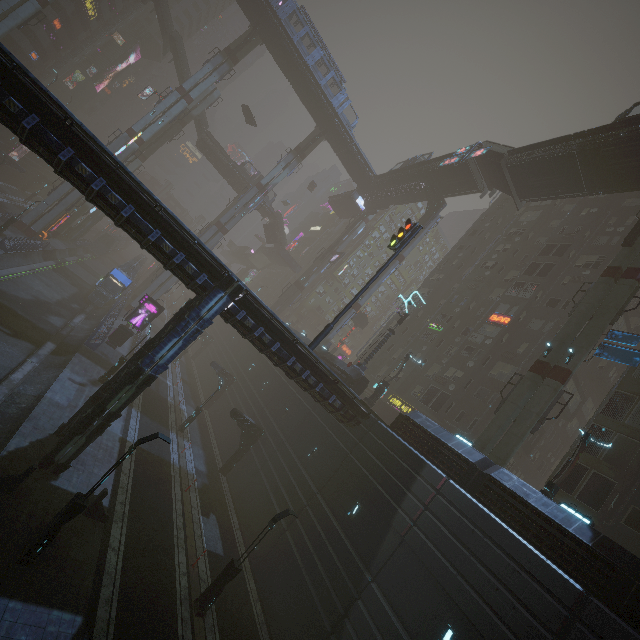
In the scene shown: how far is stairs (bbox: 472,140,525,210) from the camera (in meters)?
31.18

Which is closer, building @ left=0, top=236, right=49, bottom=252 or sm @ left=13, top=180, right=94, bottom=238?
building @ left=0, top=236, right=49, bottom=252

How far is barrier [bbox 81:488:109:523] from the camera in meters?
14.0 m

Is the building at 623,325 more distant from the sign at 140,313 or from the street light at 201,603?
the street light at 201,603

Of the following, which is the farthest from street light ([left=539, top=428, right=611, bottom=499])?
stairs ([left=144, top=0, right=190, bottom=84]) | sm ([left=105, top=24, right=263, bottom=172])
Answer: stairs ([left=144, top=0, right=190, bottom=84])

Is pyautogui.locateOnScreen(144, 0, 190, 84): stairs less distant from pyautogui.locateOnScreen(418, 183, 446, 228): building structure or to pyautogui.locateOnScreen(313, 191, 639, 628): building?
pyautogui.locateOnScreen(313, 191, 639, 628): building

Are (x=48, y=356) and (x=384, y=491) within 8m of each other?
no

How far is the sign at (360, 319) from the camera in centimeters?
Answer: 5025cm
